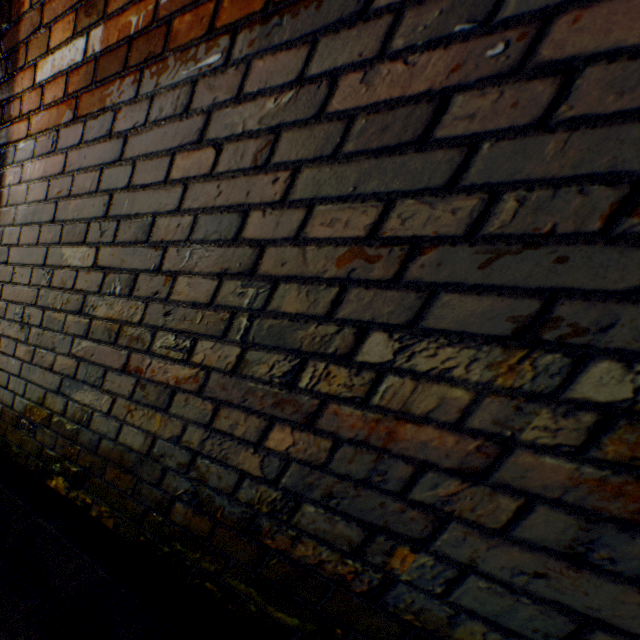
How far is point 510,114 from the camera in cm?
51
